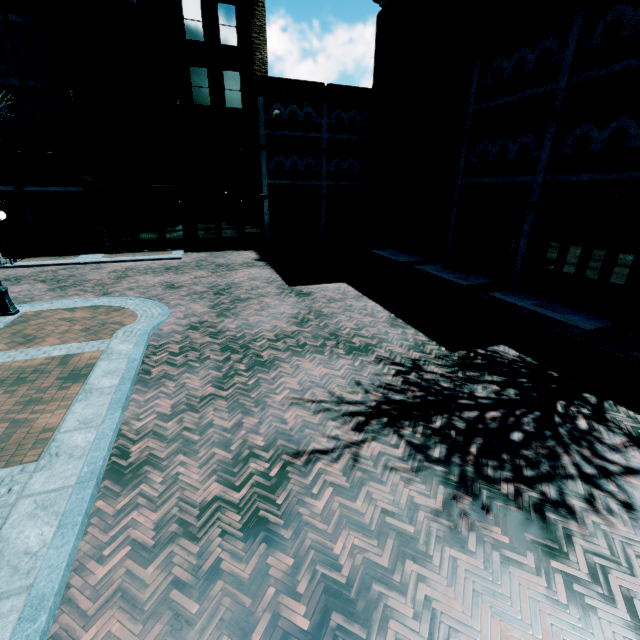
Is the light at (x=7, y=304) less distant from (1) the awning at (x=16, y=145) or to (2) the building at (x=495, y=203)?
(2) the building at (x=495, y=203)

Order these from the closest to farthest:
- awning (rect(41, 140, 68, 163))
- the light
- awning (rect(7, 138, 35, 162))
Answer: the light < awning (rect(7, 138, 35, 162)) < awning (rect(41, 140, 68, 163))

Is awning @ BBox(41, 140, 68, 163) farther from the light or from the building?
the light

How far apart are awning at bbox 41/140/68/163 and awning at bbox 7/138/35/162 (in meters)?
0.46

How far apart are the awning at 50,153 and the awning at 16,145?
0.5 meters

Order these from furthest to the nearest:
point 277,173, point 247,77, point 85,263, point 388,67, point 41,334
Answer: point 277,173
point 388,67
point 247,77
point 85,263
point 41,334

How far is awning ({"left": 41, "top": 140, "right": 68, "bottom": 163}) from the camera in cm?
1947

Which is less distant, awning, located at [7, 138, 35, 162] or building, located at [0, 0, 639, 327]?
building, located at [0, 0, 639, 327]
